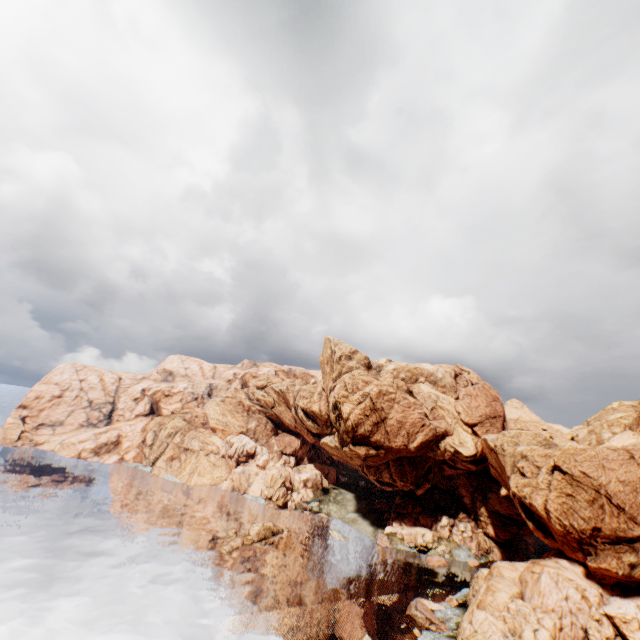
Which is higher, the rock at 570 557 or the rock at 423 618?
the rock at 570 557

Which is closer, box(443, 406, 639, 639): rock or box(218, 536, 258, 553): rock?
box(443, 406, 639, 639): rock

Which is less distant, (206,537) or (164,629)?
(164,629)

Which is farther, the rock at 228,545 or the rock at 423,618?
the rock at 228,545

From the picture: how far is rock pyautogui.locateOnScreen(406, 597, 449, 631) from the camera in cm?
4166

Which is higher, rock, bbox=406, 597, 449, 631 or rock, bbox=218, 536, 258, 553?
rock, bbox=406, 597, 449, 631
